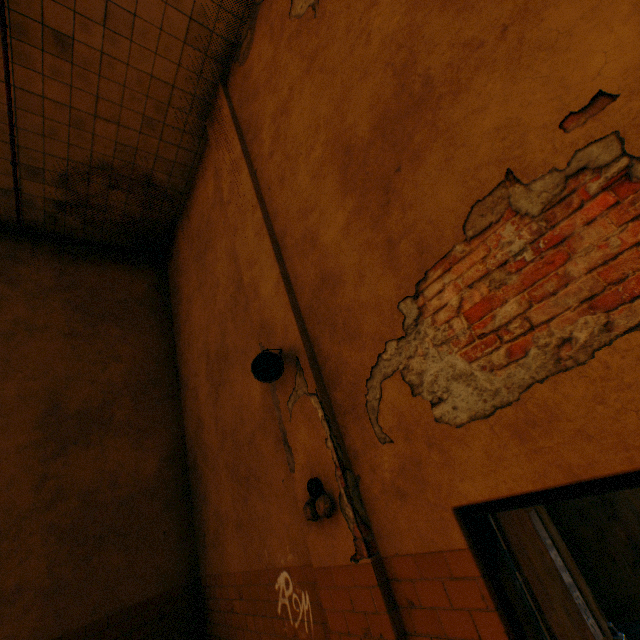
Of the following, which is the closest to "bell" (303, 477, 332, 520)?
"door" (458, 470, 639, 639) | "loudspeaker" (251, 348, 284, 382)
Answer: "loudspeaker" (251, 348, 284, 382)

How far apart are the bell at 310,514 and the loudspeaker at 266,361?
0.95m

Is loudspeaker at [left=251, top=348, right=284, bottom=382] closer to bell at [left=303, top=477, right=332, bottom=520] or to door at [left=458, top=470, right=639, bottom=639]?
bell at [left=303, top=477, right=332, bottom=520]

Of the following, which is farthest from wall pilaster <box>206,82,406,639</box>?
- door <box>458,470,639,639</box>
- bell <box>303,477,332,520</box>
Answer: door <box>458,470,639,639</box>

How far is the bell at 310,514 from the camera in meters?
2.6

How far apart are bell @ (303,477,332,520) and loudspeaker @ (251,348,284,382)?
0.95m

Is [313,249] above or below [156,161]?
below
